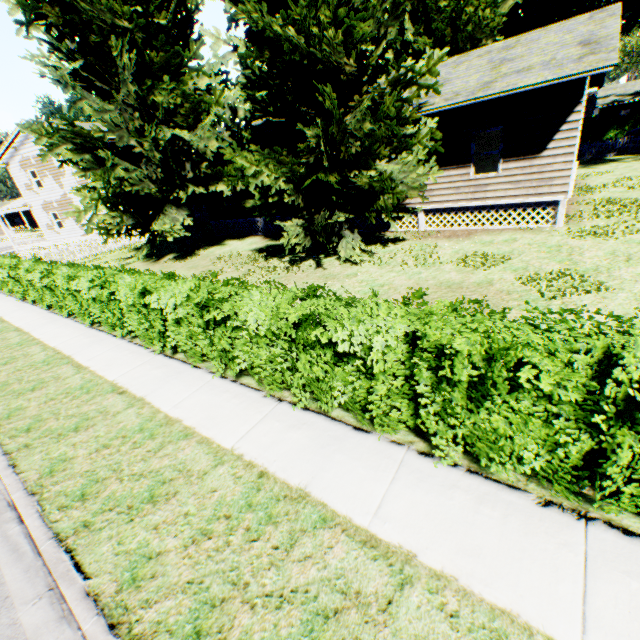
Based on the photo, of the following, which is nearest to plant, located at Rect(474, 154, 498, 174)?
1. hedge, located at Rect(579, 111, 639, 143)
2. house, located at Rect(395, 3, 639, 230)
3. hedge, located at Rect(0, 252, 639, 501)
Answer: house, located at Rect(395, 3, 639, 230)

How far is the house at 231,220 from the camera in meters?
19.6

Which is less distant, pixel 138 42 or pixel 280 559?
pixel 280 559

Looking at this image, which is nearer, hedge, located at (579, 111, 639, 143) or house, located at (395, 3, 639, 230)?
house, located at (395, 3, 639, 230)

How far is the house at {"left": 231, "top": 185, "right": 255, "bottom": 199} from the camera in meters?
19.2

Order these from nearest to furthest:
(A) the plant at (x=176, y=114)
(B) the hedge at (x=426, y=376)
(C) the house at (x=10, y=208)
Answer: (B) the hedge at (x=426, y=376) < (A) the plant at (x=176, y=114) < (C) the house at (x=10, y=208)

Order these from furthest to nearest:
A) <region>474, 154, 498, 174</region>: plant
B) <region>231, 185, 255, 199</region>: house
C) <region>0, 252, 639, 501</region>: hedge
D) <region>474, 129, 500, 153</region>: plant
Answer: <region>231, 185, 255, 199</region>: house < <region>474, 129, 500, 153</region>: plant < <region>474, 154, 498, 174</region>: plant < <region>0, 252, 639, 501</region>: hedge
